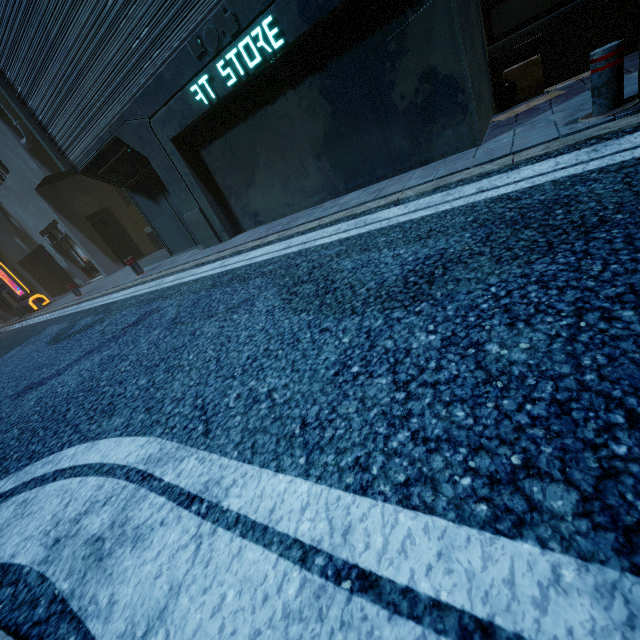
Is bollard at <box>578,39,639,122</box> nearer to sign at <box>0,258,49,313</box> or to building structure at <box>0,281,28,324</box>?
sign at <box>0,258,49,313</box>

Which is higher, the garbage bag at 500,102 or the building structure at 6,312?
the building structure at 6,312

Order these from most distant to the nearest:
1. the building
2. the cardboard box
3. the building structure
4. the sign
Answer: the building structure
the sign
the cardboard box
the building

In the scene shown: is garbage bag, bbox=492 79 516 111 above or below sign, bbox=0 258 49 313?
below

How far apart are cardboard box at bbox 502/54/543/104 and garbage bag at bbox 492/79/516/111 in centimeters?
1cm

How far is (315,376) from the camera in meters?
1.8 m

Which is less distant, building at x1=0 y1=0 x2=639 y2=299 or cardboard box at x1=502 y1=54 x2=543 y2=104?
building at x1=0 y1=0 x2=639 y2=299

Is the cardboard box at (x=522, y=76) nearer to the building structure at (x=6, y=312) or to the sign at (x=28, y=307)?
the sign at (x=28, y=307)
